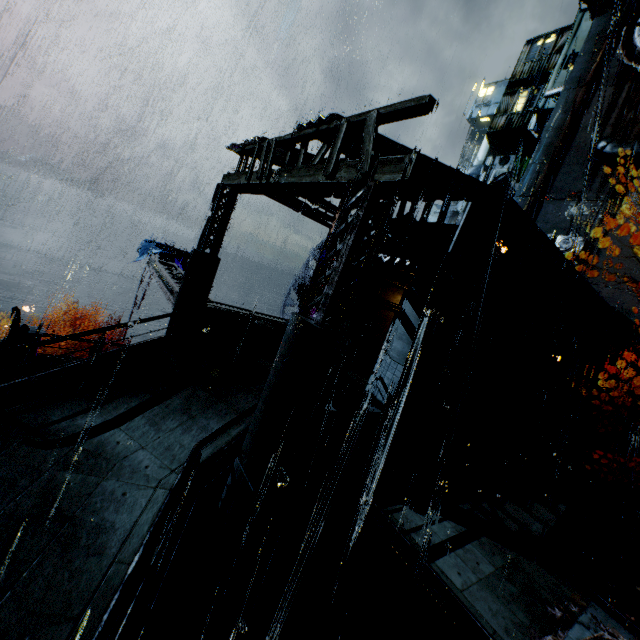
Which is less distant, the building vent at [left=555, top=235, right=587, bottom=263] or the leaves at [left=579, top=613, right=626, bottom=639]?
the leaves at [left=579, top=613, right=626, bottom=639]

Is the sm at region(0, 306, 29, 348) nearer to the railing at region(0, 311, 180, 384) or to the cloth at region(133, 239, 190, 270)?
the railing at region(0, 311, 180, 384)

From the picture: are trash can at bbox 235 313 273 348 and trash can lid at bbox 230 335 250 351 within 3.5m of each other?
yes

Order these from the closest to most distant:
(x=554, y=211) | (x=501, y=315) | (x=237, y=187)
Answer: (x=237, y=187)
(x=501, y=315)
(x=554, y=211)

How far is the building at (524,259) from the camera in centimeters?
1347cm

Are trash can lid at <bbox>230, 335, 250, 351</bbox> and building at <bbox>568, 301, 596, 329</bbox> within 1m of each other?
no

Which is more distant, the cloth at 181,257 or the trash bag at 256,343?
the cloth at 181,257

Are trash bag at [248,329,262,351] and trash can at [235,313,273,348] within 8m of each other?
yes
